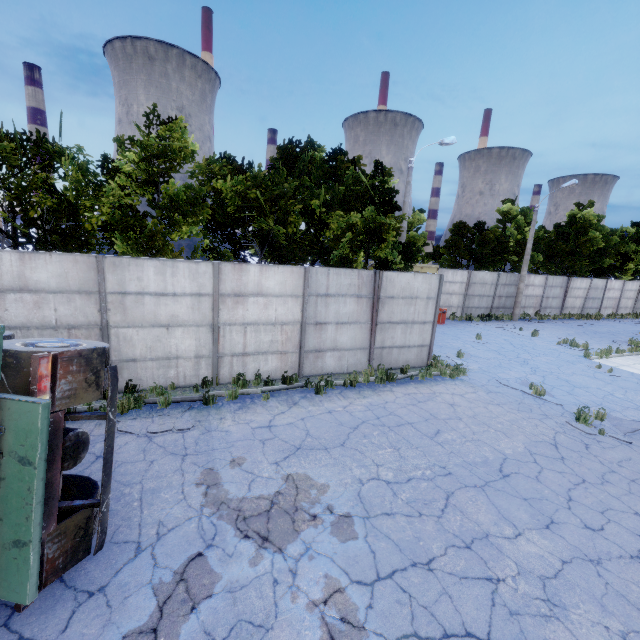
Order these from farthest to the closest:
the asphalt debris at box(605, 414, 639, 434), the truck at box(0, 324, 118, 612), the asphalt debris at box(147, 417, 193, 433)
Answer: the asphalt debris at box(605, 414, 639, 434)
the asphalt debris at box(147, 417, 193, 433)
the truck at box(0, 324, 118, 612)

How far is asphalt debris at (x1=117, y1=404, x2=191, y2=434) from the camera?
7.1m

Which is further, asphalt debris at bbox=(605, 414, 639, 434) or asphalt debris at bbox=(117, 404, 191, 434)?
asphalt debris at bbox=(605, 414, 639, 434)

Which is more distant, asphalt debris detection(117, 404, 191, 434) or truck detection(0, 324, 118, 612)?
asphalt debris detection(117, 404, 191, 434)

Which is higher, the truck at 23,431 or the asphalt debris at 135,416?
the truck at 23,431

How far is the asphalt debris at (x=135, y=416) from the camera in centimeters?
715cm

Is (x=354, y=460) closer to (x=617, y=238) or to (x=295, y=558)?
(x=295, y=558)
